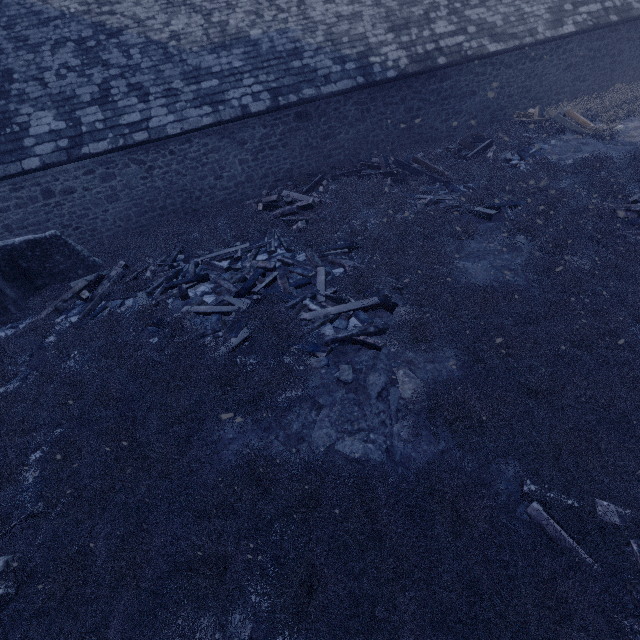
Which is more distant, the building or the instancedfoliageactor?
the building

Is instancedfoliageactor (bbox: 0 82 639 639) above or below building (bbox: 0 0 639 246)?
below

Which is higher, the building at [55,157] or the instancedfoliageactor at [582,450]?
the building at [55,157]

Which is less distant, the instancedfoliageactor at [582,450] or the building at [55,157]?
the instancedfoliageactor at [582,450]

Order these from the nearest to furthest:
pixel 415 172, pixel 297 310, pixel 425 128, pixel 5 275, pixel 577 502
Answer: pixel 577 502
pixel 297 310
pixel 5 275
pixel 415 172
pixel 425 128
